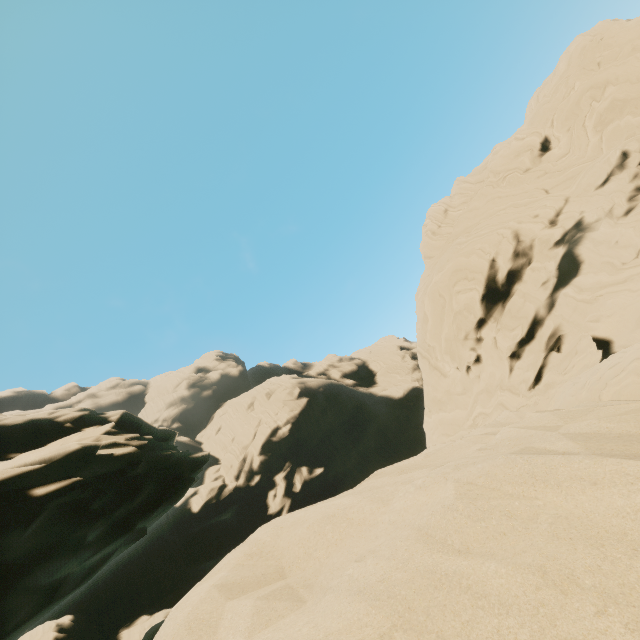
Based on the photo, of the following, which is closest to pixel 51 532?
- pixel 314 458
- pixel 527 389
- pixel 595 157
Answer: pixel 527 389
